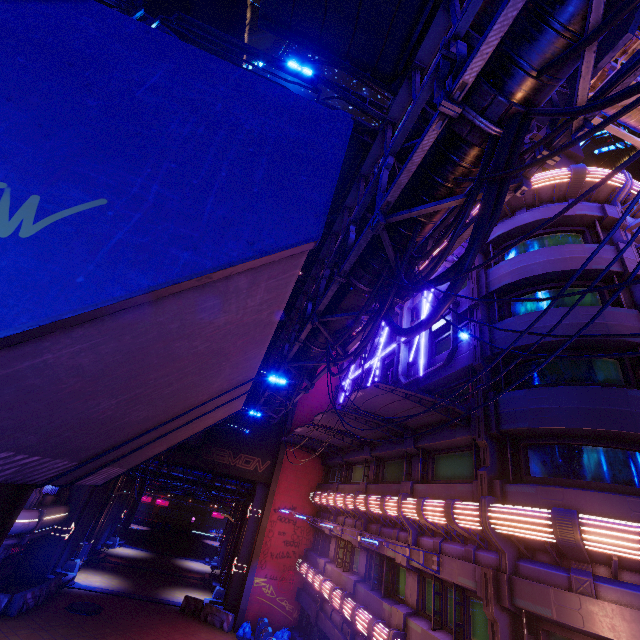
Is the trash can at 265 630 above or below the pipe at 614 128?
below

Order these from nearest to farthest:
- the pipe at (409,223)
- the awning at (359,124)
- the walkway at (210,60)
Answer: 1. the walkway at (210,60)
2. the pipe at (409,223)
3. the awning at (359,124)

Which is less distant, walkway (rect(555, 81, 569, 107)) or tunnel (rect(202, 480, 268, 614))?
walkway (rect(555, 81, 569, 107))

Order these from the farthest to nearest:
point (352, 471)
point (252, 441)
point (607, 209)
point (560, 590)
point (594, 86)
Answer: point (252, 441), point (352, 471), point (607, 209), point (594, 86), point (560, 590)

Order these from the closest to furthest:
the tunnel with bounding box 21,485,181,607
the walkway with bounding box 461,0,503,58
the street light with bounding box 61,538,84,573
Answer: → the walkway with bounding box 461,0,503,58, the tunnel with bounding box 21,485,181,607, the street light with bounding box 61,538,84,573

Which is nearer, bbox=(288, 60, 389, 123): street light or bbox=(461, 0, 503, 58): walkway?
bbox=(461, 0, 503, 58): walkway

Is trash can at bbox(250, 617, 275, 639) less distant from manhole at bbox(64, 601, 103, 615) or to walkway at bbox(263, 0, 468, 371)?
manhole at bbox(64, 601, 103, 615)

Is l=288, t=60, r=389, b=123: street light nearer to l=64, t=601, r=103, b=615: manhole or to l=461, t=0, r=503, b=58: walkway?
l=461, t=0, r=503, b=58: walkway
